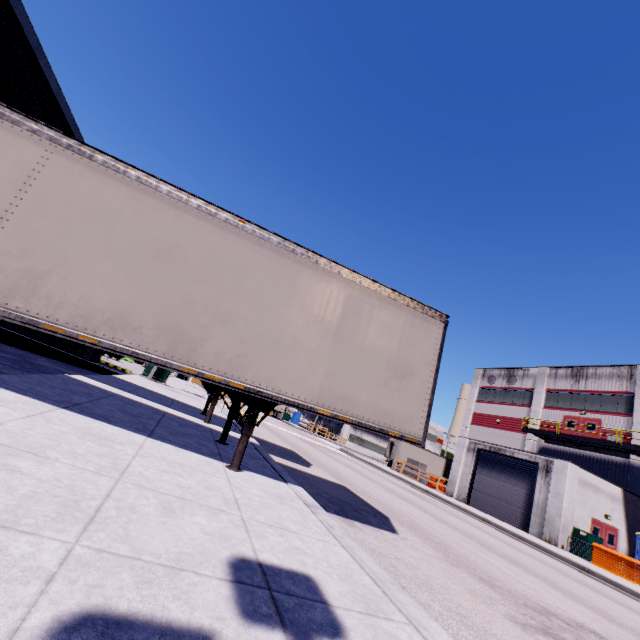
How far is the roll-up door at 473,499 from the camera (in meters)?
21.36

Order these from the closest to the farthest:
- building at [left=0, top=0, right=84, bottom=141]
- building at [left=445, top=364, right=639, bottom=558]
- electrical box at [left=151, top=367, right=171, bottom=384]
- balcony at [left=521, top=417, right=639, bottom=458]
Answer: building at [left=0, top=0, right=84, bottom=141]
electrical box at [left=151, top=367, right=171, bottom=384]
building at [left=445, top=364, right=639, bottom=558]
balcony at [left=521, top=417, right=639, bottom=458]

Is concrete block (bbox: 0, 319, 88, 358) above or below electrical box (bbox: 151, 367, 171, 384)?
below

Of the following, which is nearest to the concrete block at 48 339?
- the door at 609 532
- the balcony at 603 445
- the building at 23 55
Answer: the building at 23 55

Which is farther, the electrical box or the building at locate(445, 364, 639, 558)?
the building at locate(445, 364, 639, 558)

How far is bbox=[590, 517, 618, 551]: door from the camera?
20.2m

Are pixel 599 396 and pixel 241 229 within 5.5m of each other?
no

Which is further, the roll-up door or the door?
the roll-up door
